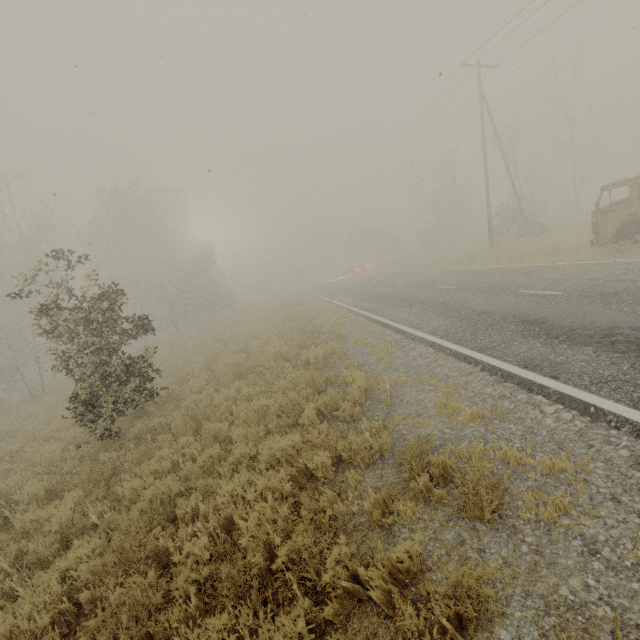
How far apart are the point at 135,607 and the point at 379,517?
2.7m
